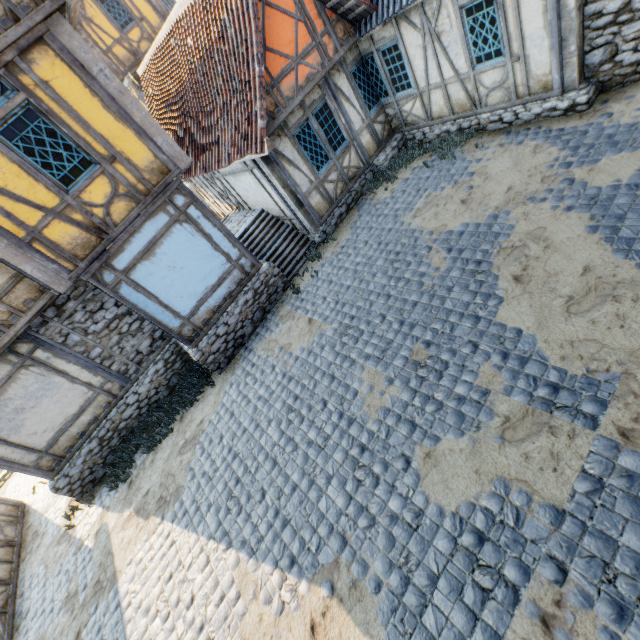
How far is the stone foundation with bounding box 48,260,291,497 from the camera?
8.66m

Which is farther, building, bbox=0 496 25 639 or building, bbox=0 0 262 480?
building, bbox=0 496 25 639

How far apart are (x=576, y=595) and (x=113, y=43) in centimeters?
2299cm

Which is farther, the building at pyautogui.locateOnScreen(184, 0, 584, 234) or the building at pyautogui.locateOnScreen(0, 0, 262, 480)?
the building at pyautogui.locateOnScreen(184, 0, 584, 234)

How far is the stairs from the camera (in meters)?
9.98

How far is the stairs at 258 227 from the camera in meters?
10.0 m

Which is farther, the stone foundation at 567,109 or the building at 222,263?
the stone foundation at 567,109

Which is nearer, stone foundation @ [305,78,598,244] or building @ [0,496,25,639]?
stone foundation @ [305,78,598,244]
